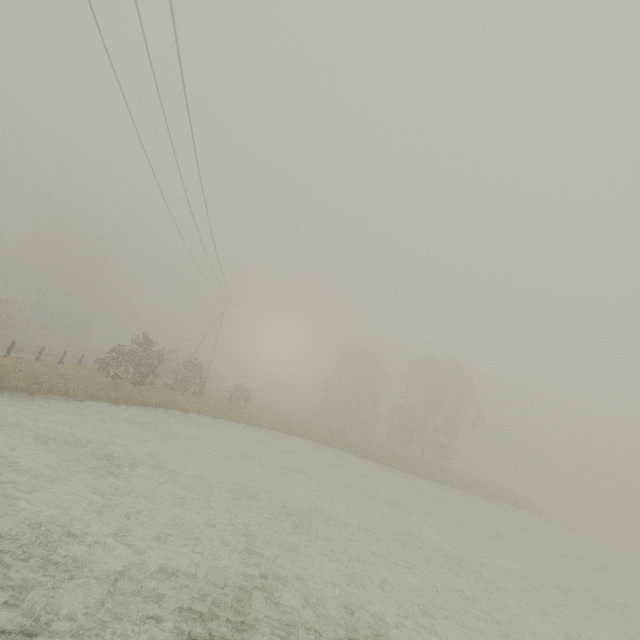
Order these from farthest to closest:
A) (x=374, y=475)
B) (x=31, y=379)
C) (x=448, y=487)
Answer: (x=448, y=487)
(x=374, y=475)
(x=31, y=379)
